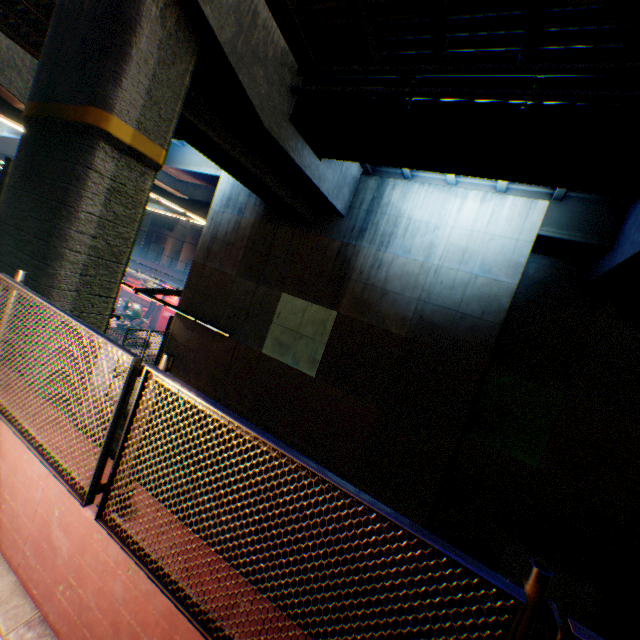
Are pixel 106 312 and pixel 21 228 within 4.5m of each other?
yes

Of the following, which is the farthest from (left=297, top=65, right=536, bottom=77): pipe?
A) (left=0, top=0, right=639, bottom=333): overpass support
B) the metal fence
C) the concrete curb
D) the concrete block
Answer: the concrete curb

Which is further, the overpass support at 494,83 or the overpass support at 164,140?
the overpass support at 494,83

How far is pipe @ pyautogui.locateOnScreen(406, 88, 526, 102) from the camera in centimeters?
651cm

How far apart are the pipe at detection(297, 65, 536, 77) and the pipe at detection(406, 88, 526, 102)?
0.3m

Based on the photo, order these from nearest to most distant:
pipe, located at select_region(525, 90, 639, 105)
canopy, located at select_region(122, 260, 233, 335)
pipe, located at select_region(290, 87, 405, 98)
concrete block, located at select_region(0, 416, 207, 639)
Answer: concrete block, located at select_region(0, 416, 207, 639) < pipe, located at select_region(525, 90, 639, 105) < pipe, located at select_region(290, 87, 405, 98) < canopy, located at select_region(122, 260, 233, 335)

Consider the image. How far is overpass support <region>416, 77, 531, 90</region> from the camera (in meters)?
6.80

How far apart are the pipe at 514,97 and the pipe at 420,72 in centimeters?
26cm
